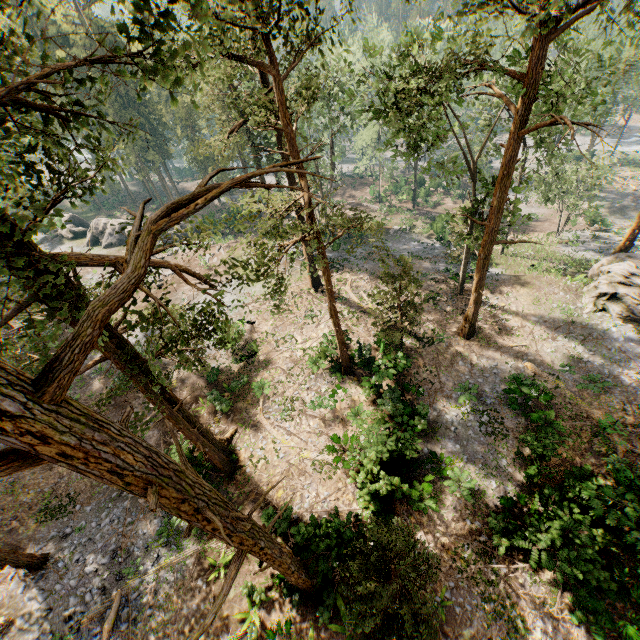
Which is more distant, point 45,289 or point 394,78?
point 394,78

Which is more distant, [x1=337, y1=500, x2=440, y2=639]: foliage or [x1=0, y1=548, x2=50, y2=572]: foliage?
[x1=0, y1=548, x2=50, y2=572]: foliage

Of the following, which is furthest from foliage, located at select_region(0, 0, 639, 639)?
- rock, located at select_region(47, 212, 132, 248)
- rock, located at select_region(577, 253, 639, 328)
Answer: rock, located at select_region(47, 212, 132, 248)

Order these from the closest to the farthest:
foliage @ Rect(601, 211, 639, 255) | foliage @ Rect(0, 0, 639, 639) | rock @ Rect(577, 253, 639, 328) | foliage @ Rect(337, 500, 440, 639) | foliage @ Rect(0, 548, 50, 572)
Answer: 1. foliage @ Rect(0, 0, 639, 639)
2. foliage @ Rect(337, 500, 440, 639)
3. foliage @ Rect(0, 548, 50, 572)
4. rock @ Rect(577, 253, 639, 328)
5. foliage @ Rect(601, 211, 639, 255)

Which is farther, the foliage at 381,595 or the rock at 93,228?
the rock at 93,228

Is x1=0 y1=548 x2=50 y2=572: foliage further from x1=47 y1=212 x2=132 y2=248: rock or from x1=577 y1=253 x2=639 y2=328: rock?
x1=47 y1=212 x2=132 y2=248: rock

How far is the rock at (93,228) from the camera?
41.8m
